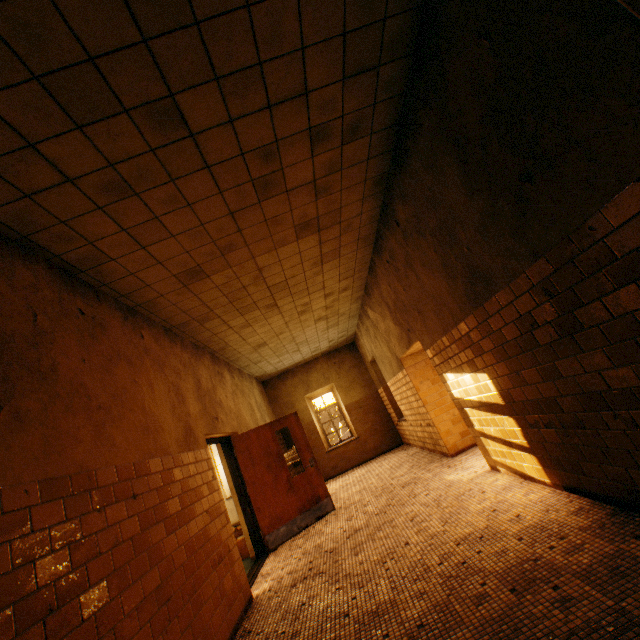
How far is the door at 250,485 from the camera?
5.9m

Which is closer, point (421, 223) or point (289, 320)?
point (421, 223)

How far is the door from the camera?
5.9 meters
